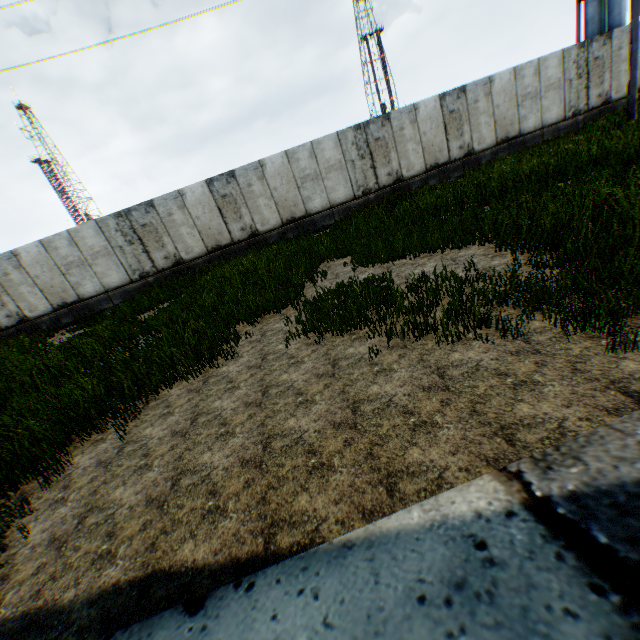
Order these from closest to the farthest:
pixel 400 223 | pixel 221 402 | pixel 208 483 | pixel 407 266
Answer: pixel 208 483
pixel 221 402
pixel 407 266
pixel 400 223
